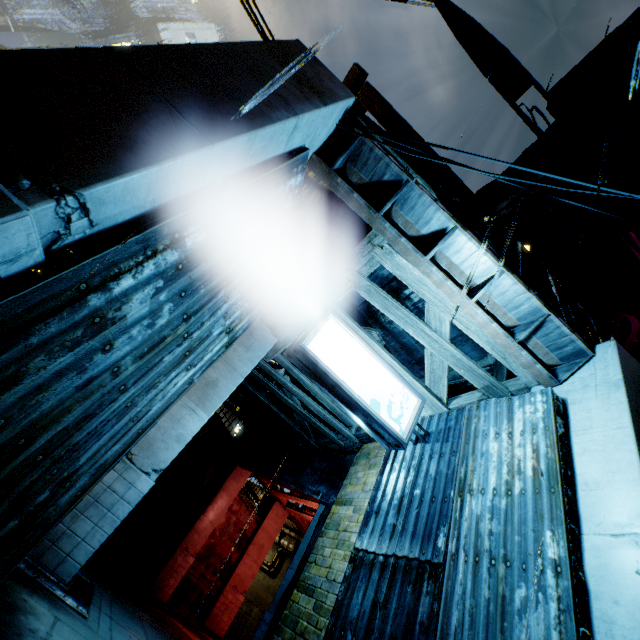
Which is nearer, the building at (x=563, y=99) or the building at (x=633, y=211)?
the building at (x=633, y=211)

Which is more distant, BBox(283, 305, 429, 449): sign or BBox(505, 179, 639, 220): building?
BBox(505, 179, 639, 220): building

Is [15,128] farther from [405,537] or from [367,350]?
[405,537]

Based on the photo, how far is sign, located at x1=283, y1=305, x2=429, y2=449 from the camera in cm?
545

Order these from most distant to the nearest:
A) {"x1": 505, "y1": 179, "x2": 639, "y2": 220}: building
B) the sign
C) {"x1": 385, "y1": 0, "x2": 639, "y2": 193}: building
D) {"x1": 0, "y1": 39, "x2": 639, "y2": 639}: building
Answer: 1. {"x1": 385, "y1": 0, "x2": 639, "y2": 193}: building
2. {"x1": 505, "y1": 179, "x2": 639, "y2": 220}: building
3. the sign
4. {"x1": 0, "y1": 39, "x2": 639, "y2": 639}: building

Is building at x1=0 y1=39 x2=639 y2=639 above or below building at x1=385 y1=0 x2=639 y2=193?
below

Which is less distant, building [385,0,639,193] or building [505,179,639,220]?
building [505,179,639,220]

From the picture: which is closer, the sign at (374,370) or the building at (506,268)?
the building at (506,268)
